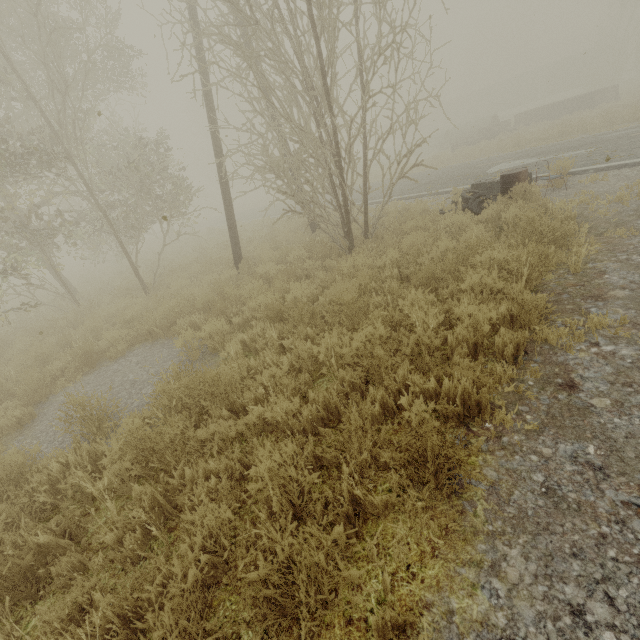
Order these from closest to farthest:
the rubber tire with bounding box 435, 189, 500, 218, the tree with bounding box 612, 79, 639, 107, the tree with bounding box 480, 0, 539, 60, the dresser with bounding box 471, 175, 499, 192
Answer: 1. the rubber tire with bounding box 435, 189, 500, 218
2. the dresser with bounding box 471, 175, 499, 192
3. the tree with bounding box 612, 79, 639, 107
4. the tree with bounding box 480, 0, 539, 60

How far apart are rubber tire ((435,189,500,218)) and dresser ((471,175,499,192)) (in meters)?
0.16

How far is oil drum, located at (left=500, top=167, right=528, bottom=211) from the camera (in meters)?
6.57

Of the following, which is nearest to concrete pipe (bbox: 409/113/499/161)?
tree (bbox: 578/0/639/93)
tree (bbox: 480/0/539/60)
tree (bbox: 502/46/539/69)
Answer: tree (bbox: 578/0/639/93)

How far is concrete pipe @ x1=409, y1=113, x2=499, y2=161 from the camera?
27.6m

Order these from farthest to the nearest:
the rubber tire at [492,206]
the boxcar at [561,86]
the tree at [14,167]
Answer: the boxcar at [561,86] → the rubber tire at [492,206] → the tree at [14,167]

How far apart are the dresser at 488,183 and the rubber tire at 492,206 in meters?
0.2 m

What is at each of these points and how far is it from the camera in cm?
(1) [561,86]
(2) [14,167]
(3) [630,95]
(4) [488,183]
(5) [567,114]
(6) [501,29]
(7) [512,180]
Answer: (1) boxcar, 4316
(2) tree, 805
(3) tree, 2250
(4) dresser, 905
(5) truck bed, 2358
(6) tree, 5872
(7) oil drum, 746
